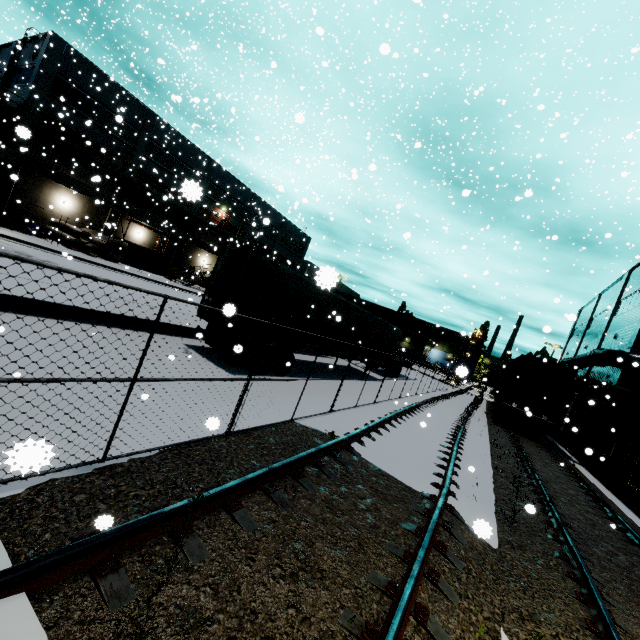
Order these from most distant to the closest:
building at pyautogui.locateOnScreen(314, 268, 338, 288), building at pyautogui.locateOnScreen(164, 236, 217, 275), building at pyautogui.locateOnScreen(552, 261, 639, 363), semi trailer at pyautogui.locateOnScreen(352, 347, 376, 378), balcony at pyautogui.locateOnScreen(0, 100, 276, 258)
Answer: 1. building at pyautogui.locateOnScreen(164, 236, 217, 275)
2. balcony at pyautogui.locateOnScreen(0, 100, 276, 258)
3. building at pyautogui.locateOnScreen(552, 261, 639, 363)
4. semi trailer at pyautogui.locateOnScreen(352, 347, 376, 378)
5. building at pyautogui.locateOnScreen(314, 268, 338, 288)

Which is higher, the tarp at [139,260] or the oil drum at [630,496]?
the tarp at [139,260]

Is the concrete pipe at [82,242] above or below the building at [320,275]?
below

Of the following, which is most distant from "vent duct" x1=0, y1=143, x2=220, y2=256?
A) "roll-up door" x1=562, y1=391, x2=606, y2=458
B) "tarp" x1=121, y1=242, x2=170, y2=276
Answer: "roll-up door" x1=562, y1=391, x2=606, y2=458

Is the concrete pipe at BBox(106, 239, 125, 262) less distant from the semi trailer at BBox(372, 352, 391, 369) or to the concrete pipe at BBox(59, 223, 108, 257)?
the concrete pipe at BBox(59, 223, 108, 257)

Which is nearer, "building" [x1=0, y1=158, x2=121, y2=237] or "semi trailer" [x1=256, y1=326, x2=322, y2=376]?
"semi trailer" [x1=256, y1=326, x2=322, y2=376]

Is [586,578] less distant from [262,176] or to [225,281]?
[225,281]

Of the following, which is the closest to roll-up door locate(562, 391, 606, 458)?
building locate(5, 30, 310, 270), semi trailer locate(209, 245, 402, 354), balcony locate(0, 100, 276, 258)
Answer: building locate(5, 30, 310, 270)
